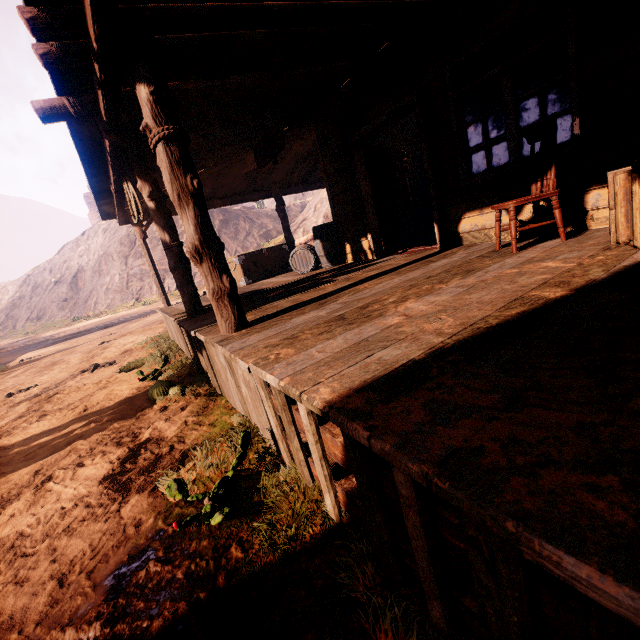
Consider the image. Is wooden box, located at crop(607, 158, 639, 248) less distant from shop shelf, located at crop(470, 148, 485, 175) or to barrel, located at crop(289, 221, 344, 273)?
barrel, located at crop(289, 221, 344, 273)

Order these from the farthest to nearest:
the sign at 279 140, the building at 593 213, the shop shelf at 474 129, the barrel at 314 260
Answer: the shop shelf at 474 129
the barrel at 314 260
the sign at 279 140
the building at 593 213

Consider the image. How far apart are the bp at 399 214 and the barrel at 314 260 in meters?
1.1 m

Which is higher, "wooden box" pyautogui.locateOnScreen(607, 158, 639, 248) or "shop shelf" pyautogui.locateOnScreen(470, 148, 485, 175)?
"shop shelf" pyautogui.locateOnScreen(470, 148, 485, 175)

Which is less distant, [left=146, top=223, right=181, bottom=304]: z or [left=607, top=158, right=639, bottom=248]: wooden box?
[left=607, top=158, right=639, bottom=248]: wooden box

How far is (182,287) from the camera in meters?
5.3 m

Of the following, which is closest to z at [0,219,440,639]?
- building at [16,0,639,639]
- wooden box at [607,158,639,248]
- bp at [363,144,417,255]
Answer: building at [16,0,639,639]

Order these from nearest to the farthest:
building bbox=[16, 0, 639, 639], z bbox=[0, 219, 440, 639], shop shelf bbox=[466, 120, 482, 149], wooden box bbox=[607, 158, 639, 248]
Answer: building bbox=[16, 0, 639, 639], z bbox=[0, 219, 440, 639], wooden box bbox=[607, 158, 639, 248], shop shelf bbox=[466, 120, 482, 149]
